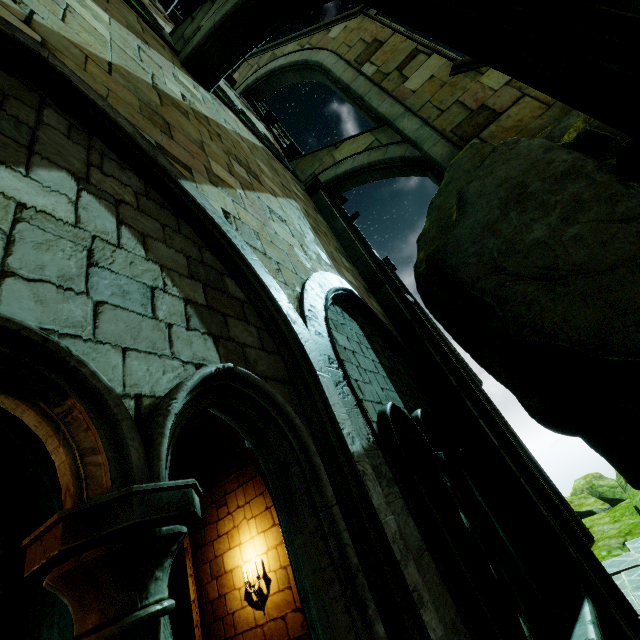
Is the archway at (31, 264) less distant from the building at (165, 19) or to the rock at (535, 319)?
the building at (165, 19)

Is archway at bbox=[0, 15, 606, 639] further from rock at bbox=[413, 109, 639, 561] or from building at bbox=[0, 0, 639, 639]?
rock at bbox=[413, 109, 639, 561]

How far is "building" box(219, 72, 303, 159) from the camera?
10.6m

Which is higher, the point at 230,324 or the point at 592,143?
the point at 592,143

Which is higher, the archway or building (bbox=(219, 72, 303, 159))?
building (bbox=(219, 72, 303, 159))

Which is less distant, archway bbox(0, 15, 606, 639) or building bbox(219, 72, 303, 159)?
archway bbox(0, 15, 606, 639)
